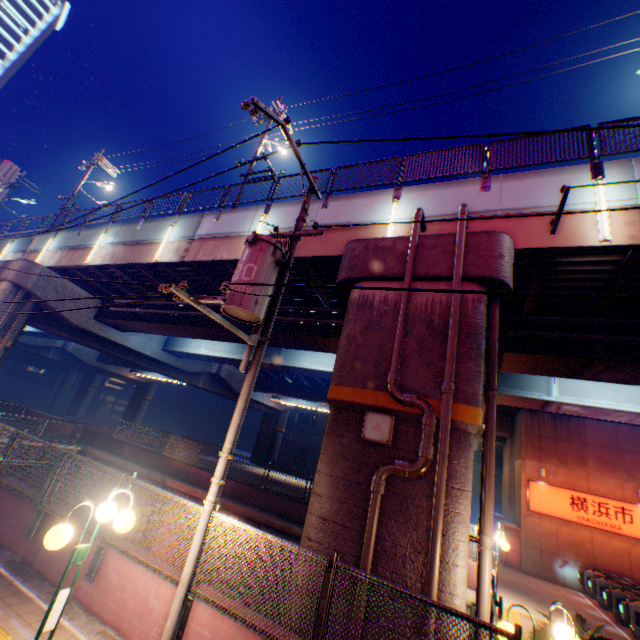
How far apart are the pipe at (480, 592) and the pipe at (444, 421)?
0.88m

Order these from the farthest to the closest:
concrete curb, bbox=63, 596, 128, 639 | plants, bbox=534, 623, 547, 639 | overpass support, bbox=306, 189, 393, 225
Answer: overpass support, bbox=306, 189, 393, 225
plants, bbox=534, 623, 547, 639
concrete curb, bbox=63, 596, 128, 639

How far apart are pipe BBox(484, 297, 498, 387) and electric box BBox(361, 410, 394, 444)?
1.79m

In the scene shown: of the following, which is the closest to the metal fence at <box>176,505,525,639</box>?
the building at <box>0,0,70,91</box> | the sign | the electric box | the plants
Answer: the plants

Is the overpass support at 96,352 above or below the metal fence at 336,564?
above

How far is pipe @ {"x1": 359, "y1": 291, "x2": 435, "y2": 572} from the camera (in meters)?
5.71

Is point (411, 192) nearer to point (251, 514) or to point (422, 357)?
point (422, 357)

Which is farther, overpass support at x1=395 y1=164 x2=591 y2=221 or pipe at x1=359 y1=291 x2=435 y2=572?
overpass support at x1=395 y1=164 x2=591 y2=221
